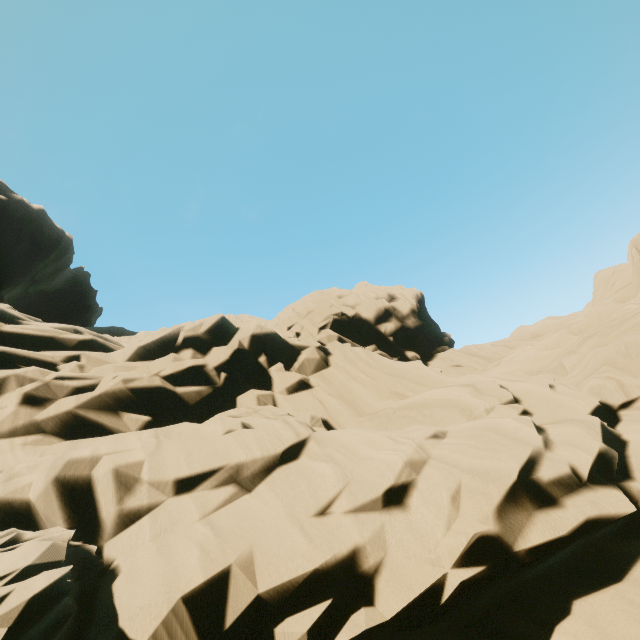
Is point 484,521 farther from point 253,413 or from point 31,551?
point 253,413
